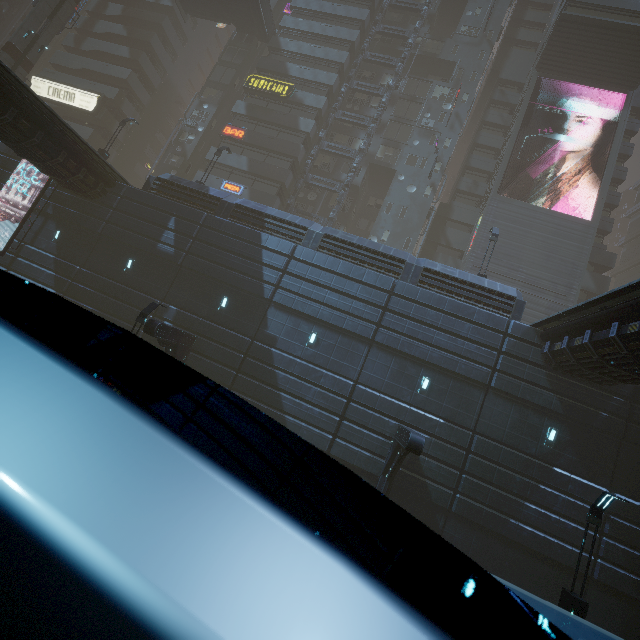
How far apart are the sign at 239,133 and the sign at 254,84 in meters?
4.3 m

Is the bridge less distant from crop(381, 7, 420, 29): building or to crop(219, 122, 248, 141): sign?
crop(381, 7, 420, 29): building

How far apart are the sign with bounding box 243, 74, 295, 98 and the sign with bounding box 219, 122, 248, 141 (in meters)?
4.34

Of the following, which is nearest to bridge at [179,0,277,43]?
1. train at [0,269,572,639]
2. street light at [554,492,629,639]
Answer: train at [0,269,572,639]

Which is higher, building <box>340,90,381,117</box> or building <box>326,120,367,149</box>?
building <box>340,90,381,117</box>

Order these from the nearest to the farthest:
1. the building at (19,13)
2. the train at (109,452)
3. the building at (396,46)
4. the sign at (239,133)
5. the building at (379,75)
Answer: the train at (109,452) → the sign at (239,133) → the building at (379,75) → the building at (396,46) → the building at (19,13)

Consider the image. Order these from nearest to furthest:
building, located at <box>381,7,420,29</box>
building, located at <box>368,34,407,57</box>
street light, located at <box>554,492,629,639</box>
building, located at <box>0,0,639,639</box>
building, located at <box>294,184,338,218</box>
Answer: street light, located at <box>554,492,629,639</box> → building, located at <box>0,0,639,639</box> → building, located at <box>294,184,338,218</box> → building, located at <box>368,34,407,57</box> → building, located at <box>381,7,420,29</box>

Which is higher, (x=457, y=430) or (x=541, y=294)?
(x=541, y=294)
